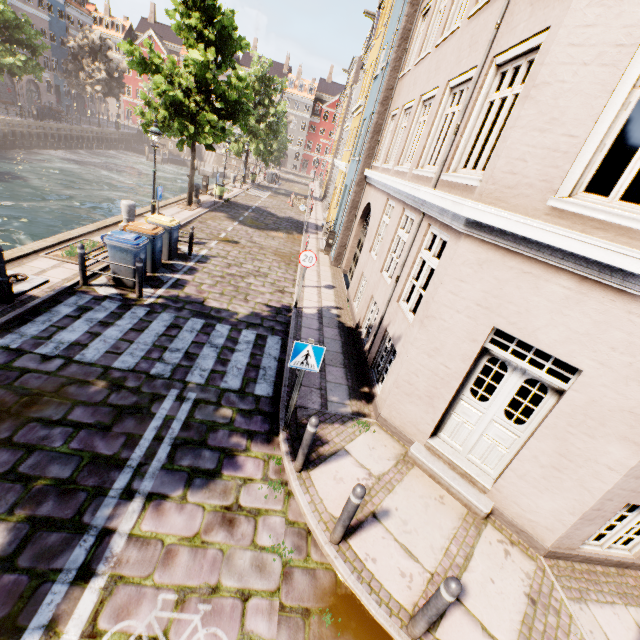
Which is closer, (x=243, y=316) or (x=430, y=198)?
(x=430, y=198)

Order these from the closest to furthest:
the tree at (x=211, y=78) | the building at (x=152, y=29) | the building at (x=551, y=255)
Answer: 1. the building at (x=551, y=255)
2. the tree at (x=211, y=78)
3. the building at (x=152, y=29)

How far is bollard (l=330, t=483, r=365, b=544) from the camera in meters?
3.9 m

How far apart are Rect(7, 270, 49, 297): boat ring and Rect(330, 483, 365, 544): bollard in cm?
816

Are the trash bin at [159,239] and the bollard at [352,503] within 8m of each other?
no

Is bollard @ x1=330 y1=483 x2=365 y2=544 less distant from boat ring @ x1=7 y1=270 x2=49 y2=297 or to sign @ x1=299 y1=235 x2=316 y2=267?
sign @ x1=299 y1=235 x2=316 y2=267

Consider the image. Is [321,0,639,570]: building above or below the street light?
above

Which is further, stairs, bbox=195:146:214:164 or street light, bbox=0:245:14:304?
stairs, bbox=195:146:214:164
